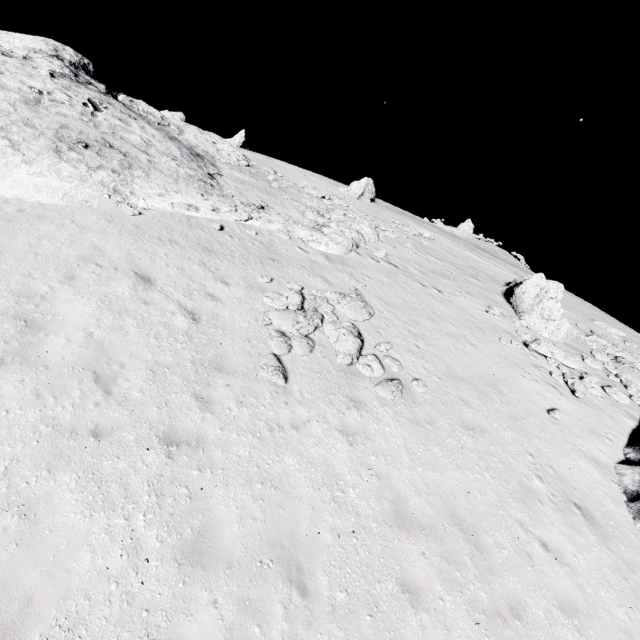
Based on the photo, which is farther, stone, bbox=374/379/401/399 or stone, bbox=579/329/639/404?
stone, bbox=579/329/639/404

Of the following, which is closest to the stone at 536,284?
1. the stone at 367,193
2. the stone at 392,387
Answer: the stone at 392,387

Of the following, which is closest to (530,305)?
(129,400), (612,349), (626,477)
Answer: (612,349)

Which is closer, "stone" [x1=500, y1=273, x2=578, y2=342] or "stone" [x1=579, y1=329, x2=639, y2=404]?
"stone" [x1=579, y1=329, x2=639, y2=404]

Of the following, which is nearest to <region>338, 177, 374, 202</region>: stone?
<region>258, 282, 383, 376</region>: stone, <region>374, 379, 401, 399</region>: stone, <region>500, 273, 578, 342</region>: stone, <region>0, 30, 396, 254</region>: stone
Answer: <region>0, 30, 396, 254</region>: stone

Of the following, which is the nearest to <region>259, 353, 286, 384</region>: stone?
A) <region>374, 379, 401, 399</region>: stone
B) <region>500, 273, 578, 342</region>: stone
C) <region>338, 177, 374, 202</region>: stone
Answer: <region>374, 379, 401, 399</region>: stone

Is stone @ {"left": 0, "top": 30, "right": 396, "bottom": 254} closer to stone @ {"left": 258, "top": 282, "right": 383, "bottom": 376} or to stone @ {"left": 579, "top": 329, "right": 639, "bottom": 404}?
stone @ {"left": 258, "top": 282, "right": 383, "bottom": 376}

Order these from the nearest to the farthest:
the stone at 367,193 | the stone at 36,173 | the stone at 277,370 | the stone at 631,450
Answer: the stone at 277,370, the stone at 631,450, the stone at 36,173, the stone at 367,193
